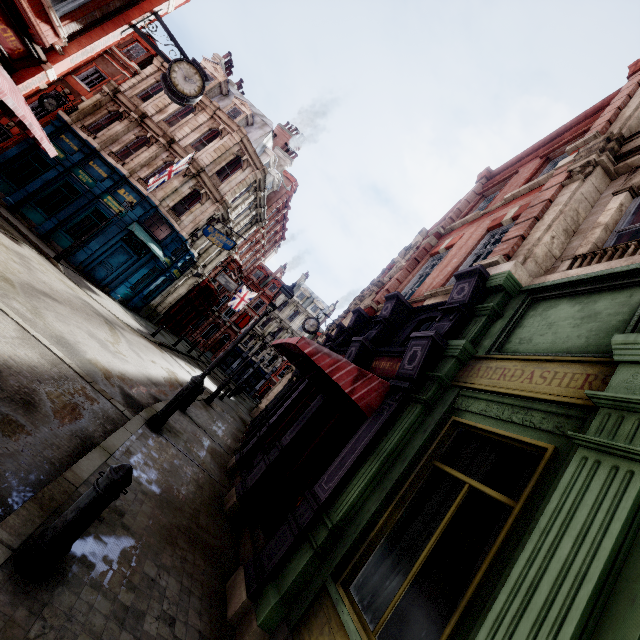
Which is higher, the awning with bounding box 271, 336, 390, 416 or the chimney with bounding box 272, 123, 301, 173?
the chimney with bounding box 272, 123, 301, 173

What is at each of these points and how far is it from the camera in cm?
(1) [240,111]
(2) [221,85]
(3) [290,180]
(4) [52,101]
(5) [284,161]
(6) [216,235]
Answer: (1) roof window, 2361
(2) roof window, 2405
(3) roof window, 3484
(4) clock, 1884
(5) chimney, 3206
(6) sign, 2173

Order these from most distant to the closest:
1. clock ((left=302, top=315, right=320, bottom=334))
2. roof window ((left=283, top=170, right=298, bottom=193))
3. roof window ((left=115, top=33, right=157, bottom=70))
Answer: roof window ((left=283, top=170, right=298, bottom=193))
roof window ((left=115, top=33, right=157, bottom=70))
clock ((left=302, top=315, right=320, bottom=334))

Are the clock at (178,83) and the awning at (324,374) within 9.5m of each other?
yes

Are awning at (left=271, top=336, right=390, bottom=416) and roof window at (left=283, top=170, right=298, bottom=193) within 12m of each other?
no

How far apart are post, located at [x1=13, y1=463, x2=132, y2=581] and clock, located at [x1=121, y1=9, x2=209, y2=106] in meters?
10.8 m

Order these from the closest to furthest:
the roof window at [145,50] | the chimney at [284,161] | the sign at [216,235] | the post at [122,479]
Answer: the post at [122,479]
the sign at [216,235]
the roof window at [145,50]
the chimney at [284,161]

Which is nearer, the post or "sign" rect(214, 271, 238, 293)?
the post
